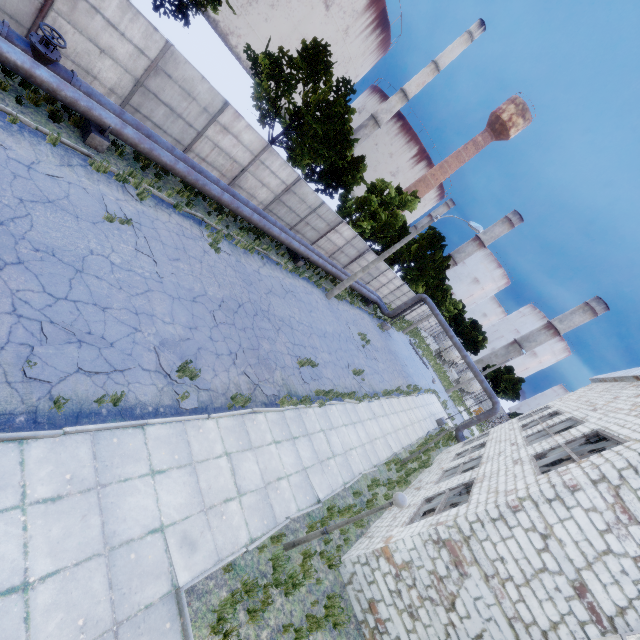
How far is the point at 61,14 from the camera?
10.01m

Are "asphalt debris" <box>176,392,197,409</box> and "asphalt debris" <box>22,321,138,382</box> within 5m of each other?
yes

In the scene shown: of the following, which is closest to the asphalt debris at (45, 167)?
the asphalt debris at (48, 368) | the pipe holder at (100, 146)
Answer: the pipe holder at (100, 146)

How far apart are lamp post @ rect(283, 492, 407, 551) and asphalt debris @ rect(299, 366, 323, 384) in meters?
6.0 m

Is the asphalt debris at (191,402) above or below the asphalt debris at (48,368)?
above

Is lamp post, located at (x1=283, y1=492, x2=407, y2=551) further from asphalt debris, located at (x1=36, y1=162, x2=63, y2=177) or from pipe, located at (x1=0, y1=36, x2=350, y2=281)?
pipe, located at (x1=0, y1=36, x2=350, y2=281)

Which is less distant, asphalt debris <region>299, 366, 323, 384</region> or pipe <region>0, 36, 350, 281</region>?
pipe <region>0, 36, 350, 281</region>

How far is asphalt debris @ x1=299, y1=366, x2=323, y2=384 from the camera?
13.4m
